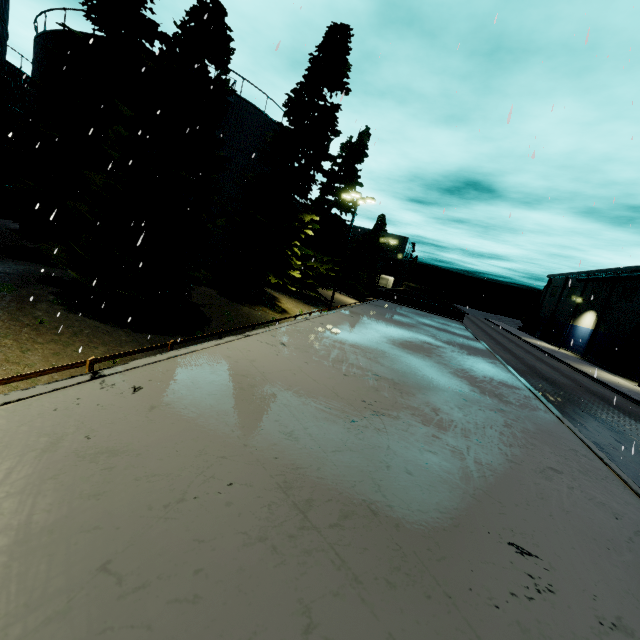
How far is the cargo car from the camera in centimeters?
2352cm

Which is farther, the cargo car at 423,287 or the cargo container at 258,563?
the cargo car at 423,287

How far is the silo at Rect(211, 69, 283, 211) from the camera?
20.6 meters

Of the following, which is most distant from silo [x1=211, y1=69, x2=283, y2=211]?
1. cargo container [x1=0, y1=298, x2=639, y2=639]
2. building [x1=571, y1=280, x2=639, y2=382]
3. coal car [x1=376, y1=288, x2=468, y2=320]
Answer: building [x1=571, y1=280, x2=639, y2=382]

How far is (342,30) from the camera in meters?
19.9 m

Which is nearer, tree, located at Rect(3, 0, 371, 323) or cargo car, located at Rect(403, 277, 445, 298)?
tree, located at Rect(3, 0, 371, 323)

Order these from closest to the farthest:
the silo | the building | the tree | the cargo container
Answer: the cargo container → the tree → the silo → the building

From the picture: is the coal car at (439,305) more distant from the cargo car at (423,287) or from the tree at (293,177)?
the tree at (293,177)
